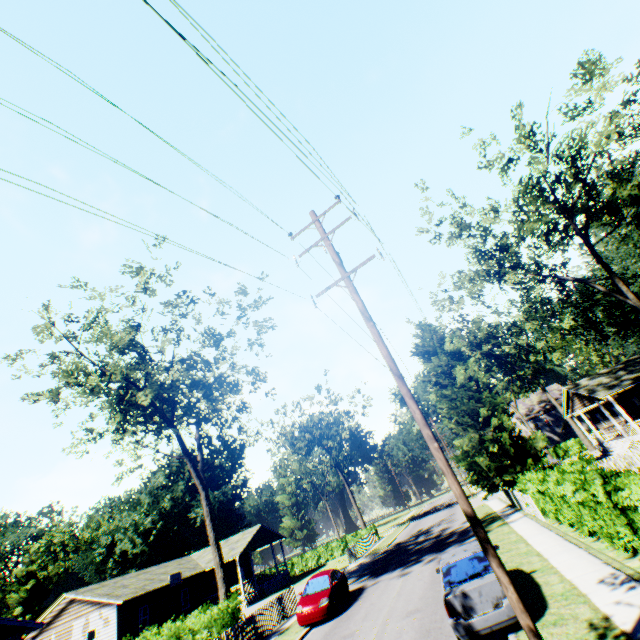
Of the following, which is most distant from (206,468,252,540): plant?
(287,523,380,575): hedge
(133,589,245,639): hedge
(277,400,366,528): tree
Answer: (287,523,380,575): hedge

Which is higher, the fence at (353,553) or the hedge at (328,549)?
the hedge at (328,549)

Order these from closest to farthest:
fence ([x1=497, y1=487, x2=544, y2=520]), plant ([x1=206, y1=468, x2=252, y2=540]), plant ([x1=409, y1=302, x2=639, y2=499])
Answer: fence ([x1=497, y1=487, x2=544, y2=520])
plant ([x1=409, y1=302, x2=639, y2=499])
plant ([x1=206, y1=468, x2=252, y2=540])

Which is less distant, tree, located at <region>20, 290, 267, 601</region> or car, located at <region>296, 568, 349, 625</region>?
car, located at <region>296, 568, 349, 625</region>

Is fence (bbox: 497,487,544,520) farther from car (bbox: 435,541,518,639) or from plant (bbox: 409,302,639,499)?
car (bbox: 435,541,518,639)

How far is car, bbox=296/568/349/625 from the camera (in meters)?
15.40

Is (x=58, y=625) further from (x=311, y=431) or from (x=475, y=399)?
(x=475, y=399)

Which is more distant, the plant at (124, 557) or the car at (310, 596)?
the plant at (124, 557)
